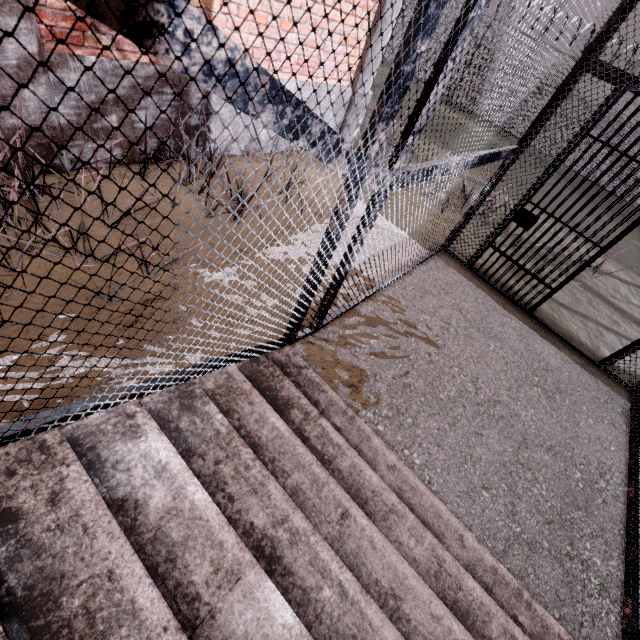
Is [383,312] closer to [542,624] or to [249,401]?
[249,401]

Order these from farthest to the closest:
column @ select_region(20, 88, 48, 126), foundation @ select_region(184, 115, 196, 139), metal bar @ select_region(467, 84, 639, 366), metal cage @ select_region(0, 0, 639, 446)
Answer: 1. foundation @ select_region(184, 115, 196, 139)
2. metal bar @ select_region(467, 84, 639, 366)
3. column @ select_region(20, 88, 48, 126)
4. metal cage @ select_region(0, 0, 639, 446)

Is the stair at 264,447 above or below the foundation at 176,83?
below

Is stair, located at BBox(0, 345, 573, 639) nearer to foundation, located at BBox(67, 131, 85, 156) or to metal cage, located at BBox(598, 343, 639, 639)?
metal cage, located at BBox(598, 343, 639, 639)

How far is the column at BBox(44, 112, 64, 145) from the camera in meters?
2.9

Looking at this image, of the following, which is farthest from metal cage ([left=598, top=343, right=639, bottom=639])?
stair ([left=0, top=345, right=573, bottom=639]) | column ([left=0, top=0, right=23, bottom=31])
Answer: column ([left=0, top=0, right=23, bottom=31])

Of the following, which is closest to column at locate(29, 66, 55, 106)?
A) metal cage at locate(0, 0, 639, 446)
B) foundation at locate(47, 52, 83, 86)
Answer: foundation at locate(47, 52, 83, 86)

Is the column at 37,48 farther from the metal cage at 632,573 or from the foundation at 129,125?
the metal cage at 632,573
